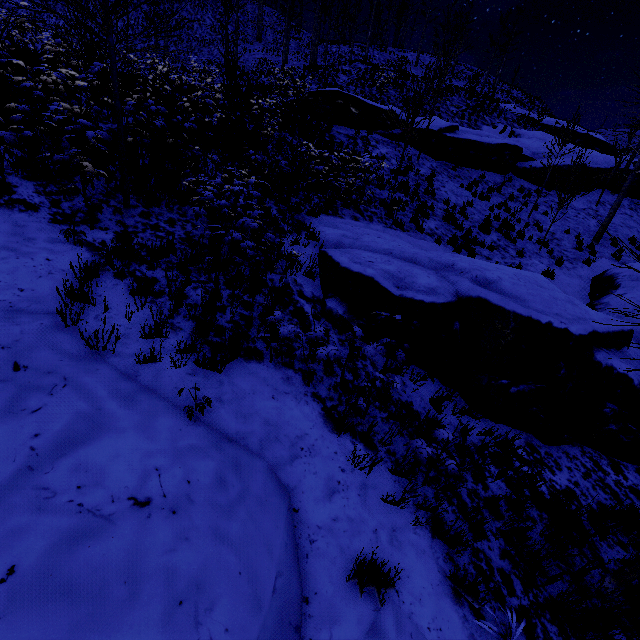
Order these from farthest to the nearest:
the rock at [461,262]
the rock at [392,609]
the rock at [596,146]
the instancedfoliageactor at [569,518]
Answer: the rock at [596,146] → the rock at [461,262] → the instancedfoliageactor at [569,518] → the rock at [392,609]

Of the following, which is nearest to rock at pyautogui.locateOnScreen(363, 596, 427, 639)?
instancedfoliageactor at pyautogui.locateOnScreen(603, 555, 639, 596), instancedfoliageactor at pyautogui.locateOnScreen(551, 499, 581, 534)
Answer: instancedfoliageactor at pyautogui.locateOnScreen(603, 555, 639, 596)

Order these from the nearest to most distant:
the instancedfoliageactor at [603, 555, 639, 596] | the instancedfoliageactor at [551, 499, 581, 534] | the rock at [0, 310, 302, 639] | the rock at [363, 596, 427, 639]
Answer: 1. the rock at [0, 310, 302, 639]
2. the rock at [363, 596, 427, 639]
3. the instancedfoliageactor at [603, 555, 639, 596]
4. the instancedfoliageactor at [551, 499, 581, 534]

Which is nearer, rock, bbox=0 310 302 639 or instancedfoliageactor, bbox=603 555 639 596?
rock, bbox=0 310 302 639

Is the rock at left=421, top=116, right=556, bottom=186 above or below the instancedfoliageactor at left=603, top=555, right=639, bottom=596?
above

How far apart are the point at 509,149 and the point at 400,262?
16.73m

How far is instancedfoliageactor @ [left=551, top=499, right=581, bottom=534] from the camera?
3.9m

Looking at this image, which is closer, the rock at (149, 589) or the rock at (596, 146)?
the rock at (149, 589)
